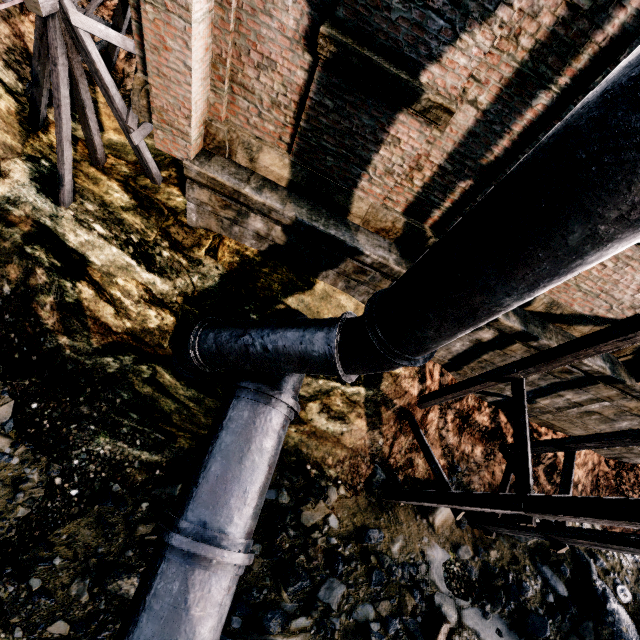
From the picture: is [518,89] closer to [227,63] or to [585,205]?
[585,205]

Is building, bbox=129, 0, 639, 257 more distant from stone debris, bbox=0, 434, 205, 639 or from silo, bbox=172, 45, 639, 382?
stone debris, bbox=0, 434, 205, 639

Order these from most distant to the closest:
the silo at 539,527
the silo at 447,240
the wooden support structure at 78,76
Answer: the wooden support structure at 78,76
the silo at 539,527
the silo at 447,240

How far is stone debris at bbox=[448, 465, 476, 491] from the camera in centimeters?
987cm

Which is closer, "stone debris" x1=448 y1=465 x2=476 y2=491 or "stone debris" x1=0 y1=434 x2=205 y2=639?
"stone debris" x1=0 y1=434 x2=205 y2=639

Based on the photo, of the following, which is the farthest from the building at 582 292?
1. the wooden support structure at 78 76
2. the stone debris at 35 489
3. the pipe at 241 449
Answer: the stone debris at 35 489
